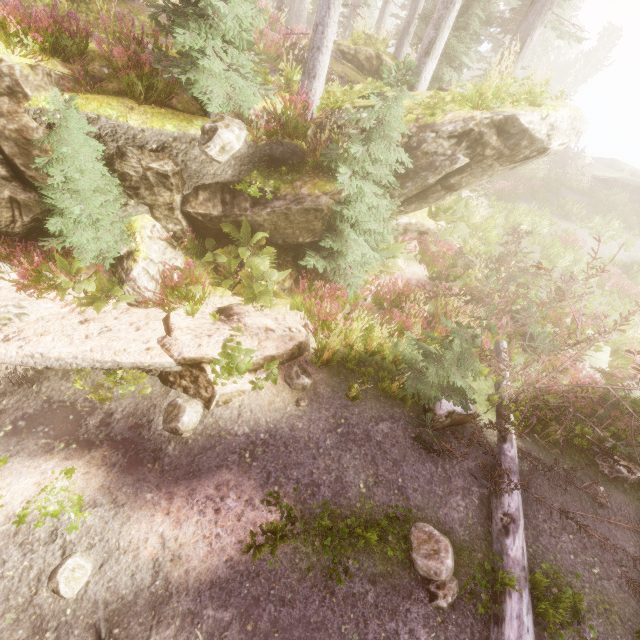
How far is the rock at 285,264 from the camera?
8.6 meters

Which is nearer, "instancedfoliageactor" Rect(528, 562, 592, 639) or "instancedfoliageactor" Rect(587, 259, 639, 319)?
"instancedfoliageactor" Rect(528, 562, 592, 639)

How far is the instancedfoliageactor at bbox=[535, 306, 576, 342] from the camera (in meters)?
9.09

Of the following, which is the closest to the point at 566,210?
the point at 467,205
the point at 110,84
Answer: the point at 467,205

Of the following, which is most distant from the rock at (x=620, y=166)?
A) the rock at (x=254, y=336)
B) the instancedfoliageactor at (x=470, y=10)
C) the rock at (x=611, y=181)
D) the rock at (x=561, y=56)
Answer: the rock at (x=254, y=336)

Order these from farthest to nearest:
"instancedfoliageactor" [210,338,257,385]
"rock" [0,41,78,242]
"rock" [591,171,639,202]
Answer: "rock" [591,171,639,202]
"instancedfoliageactor" [210,338,257,385]
"rock" [0,41,78,242]

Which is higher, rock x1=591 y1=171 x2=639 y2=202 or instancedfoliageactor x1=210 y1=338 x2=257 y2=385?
rock x1=591 y1=171 x2=639 y2=202

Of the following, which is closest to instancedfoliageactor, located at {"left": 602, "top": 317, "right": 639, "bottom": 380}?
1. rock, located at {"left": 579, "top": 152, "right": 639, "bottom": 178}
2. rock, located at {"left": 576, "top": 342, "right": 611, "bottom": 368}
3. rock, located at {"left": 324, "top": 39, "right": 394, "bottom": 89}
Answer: rock, located at {"left": 324, "top": 39, "right": 394, "bottom": 89}
